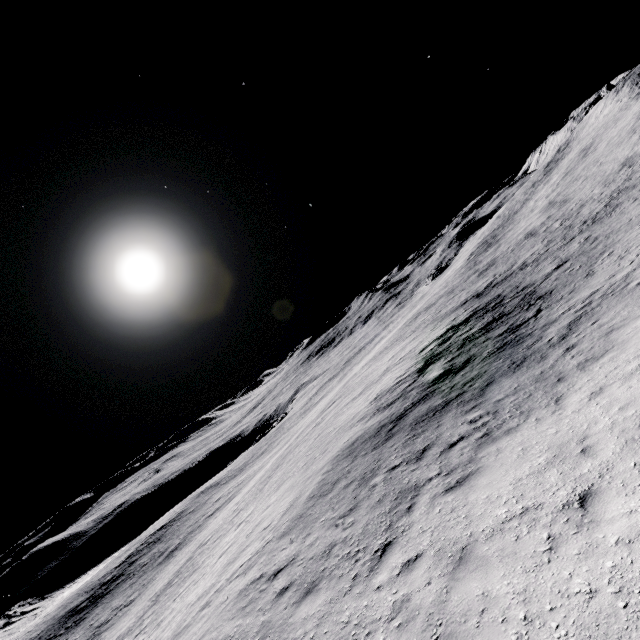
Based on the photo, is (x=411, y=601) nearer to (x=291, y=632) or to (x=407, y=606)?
(x=407, y=606)
